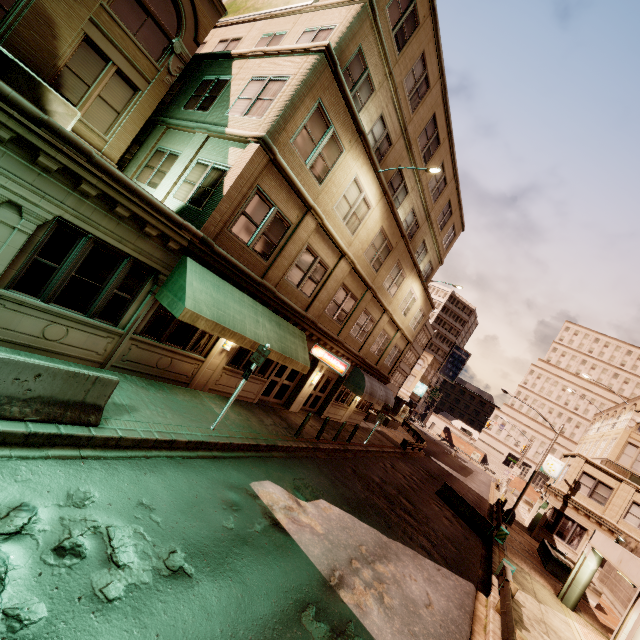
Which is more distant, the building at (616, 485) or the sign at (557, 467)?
the sign at (557, 467)

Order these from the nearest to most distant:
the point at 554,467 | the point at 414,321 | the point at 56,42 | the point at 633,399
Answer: the point at 56,42 < the point at 414,321 < the point at 554,467 < the point at 633,399

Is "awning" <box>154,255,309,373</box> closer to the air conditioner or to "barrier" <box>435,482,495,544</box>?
the air conditioner

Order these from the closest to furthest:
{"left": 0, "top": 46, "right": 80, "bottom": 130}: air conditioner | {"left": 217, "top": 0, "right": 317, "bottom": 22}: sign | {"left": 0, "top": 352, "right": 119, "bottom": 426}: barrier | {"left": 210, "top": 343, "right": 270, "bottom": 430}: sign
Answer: {"left": 0, "top": 352, "right": 119, "bottom": 426}: barrier → {"left": 0, "top": 46, "right": 80, "bottom": 130}: air conditioner → {"left": 210, "top": 343, "right": 270, "bottom": 430}: sign → {"left": 217, "top": 0, "right": 317, "bottom": 22}: sign

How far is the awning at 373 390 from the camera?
20.23m

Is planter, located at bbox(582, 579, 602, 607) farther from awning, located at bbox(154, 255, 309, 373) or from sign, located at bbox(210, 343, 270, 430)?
sign, located at bbox(210, 343, 270, 430)

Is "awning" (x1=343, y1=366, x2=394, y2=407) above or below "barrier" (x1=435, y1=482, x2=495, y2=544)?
above

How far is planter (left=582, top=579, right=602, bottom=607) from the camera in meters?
18.0
